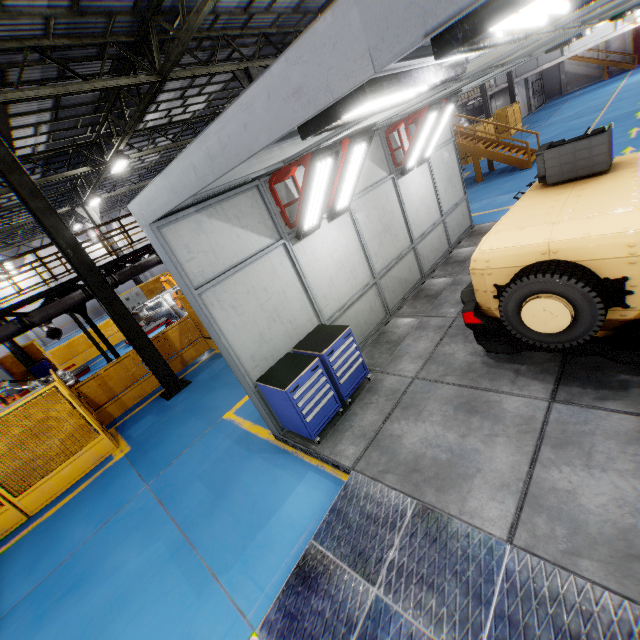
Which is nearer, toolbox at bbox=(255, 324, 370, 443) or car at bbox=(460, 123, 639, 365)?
car at bbox=(460, 123, 639, 365)

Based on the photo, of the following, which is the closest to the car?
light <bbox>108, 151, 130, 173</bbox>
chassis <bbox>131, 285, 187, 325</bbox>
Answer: chassis <bbox>131, 285, 187, 325</bbox>

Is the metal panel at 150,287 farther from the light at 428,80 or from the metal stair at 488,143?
the light at 428,80

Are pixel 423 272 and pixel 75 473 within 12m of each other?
yes

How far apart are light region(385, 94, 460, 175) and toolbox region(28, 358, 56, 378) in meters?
19.9 m

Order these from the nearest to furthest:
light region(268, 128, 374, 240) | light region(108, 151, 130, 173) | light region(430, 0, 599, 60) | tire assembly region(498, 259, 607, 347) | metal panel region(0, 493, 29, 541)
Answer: light region(430, 0, 599, 60)
tire assembly region(498, 259, 607, 347)
light region(268, 128, 374, 240)
metal panel region(0, 493, 29, 541)
light region(108, 151, 130, 173)

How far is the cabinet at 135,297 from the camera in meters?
20.7

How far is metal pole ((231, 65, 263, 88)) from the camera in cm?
1122
